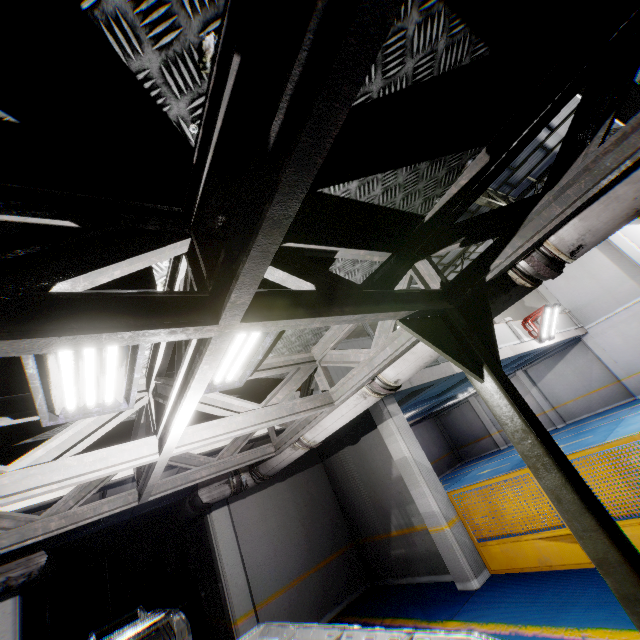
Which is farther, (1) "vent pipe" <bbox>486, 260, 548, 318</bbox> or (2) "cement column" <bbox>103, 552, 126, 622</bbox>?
(2) "cement column" <bbox>103, 552, 126, 622</bbox>

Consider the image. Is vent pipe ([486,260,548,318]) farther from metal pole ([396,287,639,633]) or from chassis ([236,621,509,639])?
chassis ([236,621,509,639])

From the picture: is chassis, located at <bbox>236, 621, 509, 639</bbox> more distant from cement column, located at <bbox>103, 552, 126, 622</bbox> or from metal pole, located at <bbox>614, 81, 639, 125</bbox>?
metal pole, located at <bbox>614, 81, 639, 125</bbox>

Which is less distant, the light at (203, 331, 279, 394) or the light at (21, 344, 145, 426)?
the light at (21, 344, 145, 426)

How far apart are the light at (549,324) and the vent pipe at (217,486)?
12.5m

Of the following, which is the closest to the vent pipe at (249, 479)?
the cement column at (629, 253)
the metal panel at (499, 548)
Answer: the metal panel at (499, 548)

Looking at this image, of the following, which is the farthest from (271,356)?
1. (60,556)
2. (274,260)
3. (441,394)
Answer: (441,394)

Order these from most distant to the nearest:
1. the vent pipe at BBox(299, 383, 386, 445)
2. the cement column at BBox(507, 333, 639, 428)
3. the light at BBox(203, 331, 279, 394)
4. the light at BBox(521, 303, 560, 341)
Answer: Result:
the cement column at BBox(507, 333, 639, 428)
the light at BBox(521, 303, 560, 341)
the vent pipe at BBox(299, 383, 386, 445)
the light at BBox(203, 331, 279, 394)
